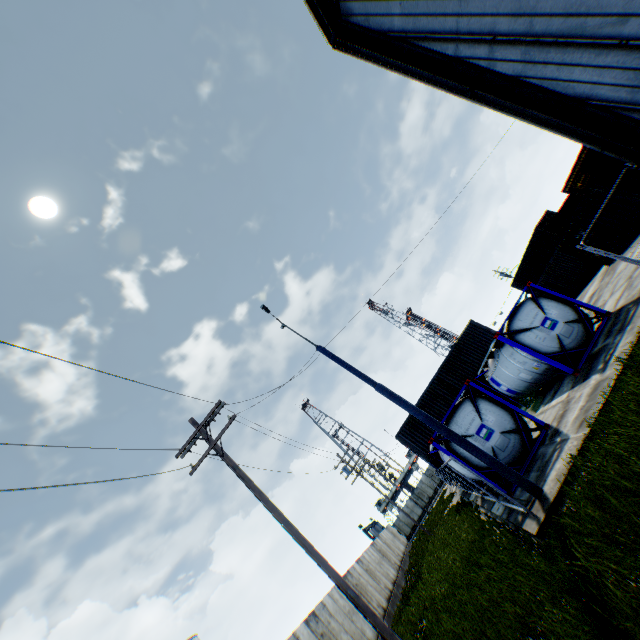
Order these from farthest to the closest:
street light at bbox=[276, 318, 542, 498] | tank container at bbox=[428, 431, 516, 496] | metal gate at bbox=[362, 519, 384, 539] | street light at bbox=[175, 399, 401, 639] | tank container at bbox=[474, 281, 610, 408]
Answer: metal gate at bbox=[362, 519, 384, 539], tank container at bbox=[474, 281, 610, 408], tank container at bbox=[428, 431, 516, 496], street light at bbox=[276, 318, 542, 498], street light at bbox=[175, 399, 401, 639]

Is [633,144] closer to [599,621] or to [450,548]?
[599,621]

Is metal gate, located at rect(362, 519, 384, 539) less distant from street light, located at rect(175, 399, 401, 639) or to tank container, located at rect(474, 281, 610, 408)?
street light, located at rect(175, 399, 401, 639)

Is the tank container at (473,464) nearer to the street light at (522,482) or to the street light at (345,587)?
the street light at (522,482)

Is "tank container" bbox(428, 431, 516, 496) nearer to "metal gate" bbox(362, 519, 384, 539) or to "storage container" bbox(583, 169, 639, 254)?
"storage container" bbox(583, 169, 639, 254)

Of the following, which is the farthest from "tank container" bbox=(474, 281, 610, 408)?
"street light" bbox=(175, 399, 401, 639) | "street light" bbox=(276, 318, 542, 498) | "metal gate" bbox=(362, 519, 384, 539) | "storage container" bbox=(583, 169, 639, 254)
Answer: "metal gate" bbox=(362, 519, 384, 539)

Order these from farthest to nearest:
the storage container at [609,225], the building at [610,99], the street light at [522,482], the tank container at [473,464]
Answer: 1. the storage container at [609,225]
2. the tank container at [473,464]
3. the street light at [522,482]
4. the building at [610,99]

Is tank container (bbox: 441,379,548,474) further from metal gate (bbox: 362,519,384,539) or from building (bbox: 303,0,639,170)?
metal gate (bbox: 362,519,384,539)
